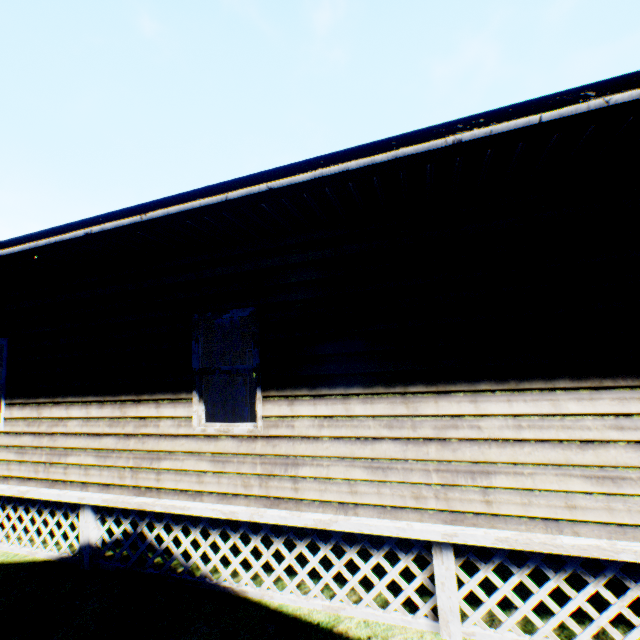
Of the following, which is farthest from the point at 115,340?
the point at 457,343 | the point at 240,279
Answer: the point at 457,343
